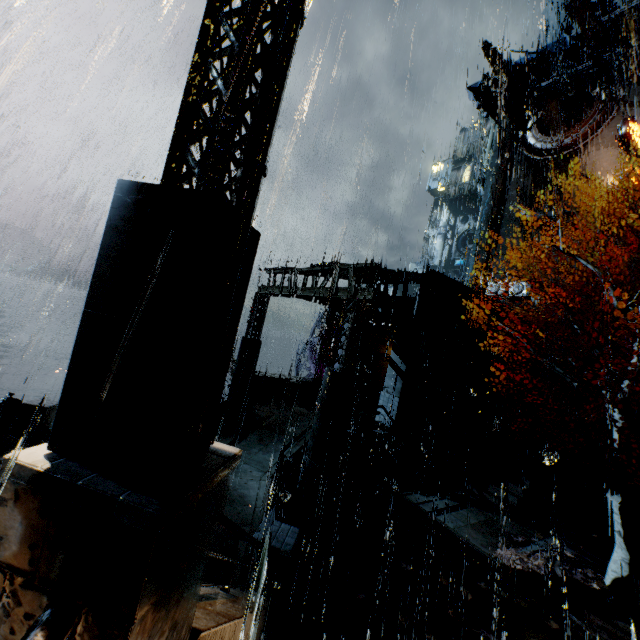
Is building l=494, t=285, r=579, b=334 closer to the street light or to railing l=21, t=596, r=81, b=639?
railing l=21, t=596, r=81, b=639

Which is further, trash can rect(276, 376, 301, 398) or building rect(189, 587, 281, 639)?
trash can rect(276, 376, 301, 398)

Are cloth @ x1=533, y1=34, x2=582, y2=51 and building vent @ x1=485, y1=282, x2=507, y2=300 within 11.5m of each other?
no

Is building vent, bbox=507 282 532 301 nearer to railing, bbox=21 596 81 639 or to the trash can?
the trash can

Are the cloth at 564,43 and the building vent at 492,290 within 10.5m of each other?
no

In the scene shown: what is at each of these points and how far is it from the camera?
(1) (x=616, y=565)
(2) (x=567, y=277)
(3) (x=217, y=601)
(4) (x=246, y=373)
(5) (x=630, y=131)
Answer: (1) tree, 9.4m
(2) building, 29.7m
(3) building, 3.7m
(4) building, 17.5m
(5) sign, 24.6m

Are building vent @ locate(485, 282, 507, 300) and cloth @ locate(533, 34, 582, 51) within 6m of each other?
no

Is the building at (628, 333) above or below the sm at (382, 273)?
above
